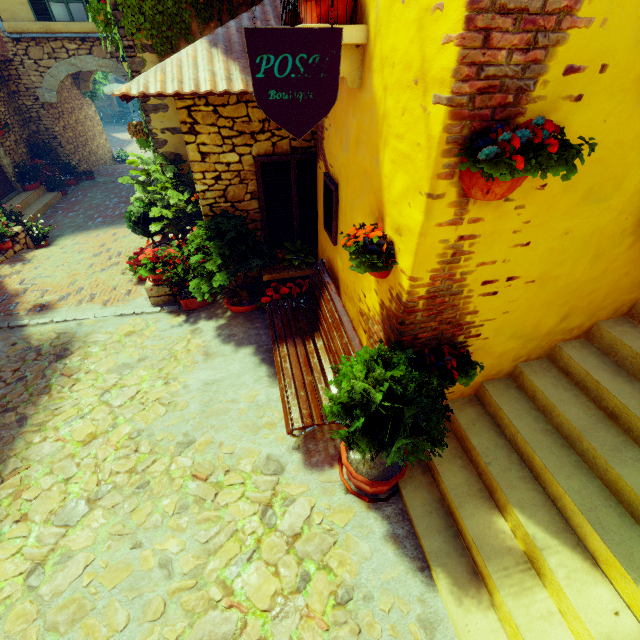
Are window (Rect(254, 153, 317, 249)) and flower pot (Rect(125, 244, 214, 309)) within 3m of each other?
yes

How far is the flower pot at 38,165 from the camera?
11.0m

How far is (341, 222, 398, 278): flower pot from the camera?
2.3 meters

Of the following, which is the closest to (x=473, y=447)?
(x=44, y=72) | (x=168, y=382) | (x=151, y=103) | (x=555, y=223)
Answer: (x=555, y=223)

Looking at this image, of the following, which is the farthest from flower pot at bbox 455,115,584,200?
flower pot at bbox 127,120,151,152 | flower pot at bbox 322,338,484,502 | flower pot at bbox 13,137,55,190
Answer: flower pot at bbox 13,137,55,190

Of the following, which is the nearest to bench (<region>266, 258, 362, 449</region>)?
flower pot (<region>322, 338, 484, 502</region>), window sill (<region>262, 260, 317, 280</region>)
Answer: flower pot (<region>322, 338, 484, 502</region>)

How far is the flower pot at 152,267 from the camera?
5.3 meters

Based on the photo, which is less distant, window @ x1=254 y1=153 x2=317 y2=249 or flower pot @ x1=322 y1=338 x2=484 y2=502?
flower pot @ x1=322 y1=338 x2=484 y2=502
